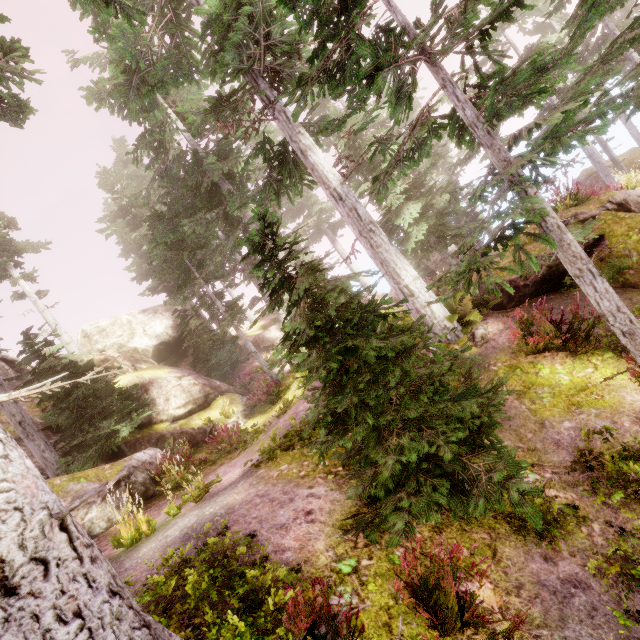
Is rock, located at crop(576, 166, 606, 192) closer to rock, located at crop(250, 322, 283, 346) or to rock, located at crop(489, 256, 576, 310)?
rock, located at crop(489, 256, 576, 310)

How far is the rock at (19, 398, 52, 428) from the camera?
14.73m

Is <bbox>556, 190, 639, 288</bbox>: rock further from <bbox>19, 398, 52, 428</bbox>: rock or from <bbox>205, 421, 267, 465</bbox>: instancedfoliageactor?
<bbox>19, 398, 52, 428</bbox>: rock

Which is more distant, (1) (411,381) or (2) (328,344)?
(1) (411,381)

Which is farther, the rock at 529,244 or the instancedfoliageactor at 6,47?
the rock at 529,244

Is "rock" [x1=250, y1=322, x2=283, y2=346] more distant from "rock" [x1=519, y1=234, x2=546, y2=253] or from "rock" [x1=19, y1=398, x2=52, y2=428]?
"rock" [x1=519, y1=234, x2=546, y2=253]

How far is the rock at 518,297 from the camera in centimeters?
882cm

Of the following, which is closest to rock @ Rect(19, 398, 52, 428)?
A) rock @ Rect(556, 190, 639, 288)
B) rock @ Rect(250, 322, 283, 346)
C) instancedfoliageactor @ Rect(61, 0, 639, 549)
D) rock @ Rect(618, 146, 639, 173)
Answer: instancedfoliageactor @ Rect(61, 0, 639, 549)
